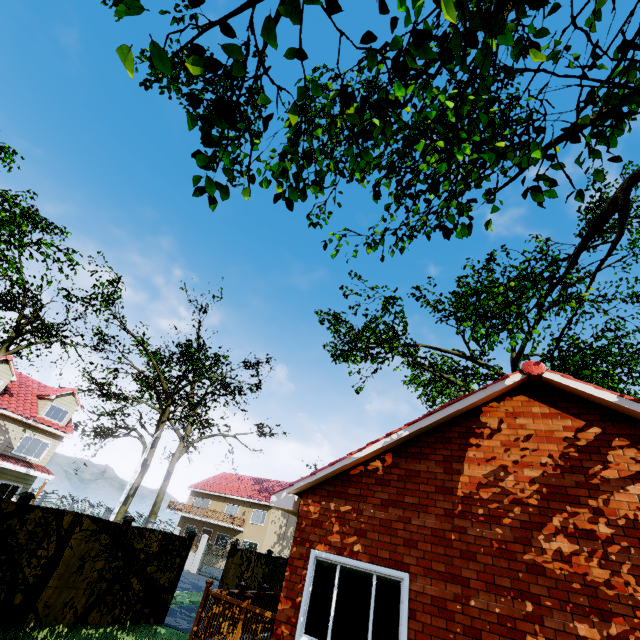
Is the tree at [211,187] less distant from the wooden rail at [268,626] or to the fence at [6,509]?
the fence at [6,509]

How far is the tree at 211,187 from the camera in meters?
2.1

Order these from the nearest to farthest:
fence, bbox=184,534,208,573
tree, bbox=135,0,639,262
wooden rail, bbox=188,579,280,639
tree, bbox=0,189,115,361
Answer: tree, bbox=135,0,639,262
wooden rail, bbox=188,579,280,639
tree, bbox=0,189,115,361
fence, bbox=184,534,208,573

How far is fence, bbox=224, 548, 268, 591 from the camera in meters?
13.6 m

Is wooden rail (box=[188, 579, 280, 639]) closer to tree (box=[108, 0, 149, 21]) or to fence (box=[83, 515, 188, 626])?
fence (box=[83, 515, 188, 626])

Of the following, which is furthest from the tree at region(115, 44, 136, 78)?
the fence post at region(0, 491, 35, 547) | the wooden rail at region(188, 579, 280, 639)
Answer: the wooden rail at region(188, 579, 280, 639)

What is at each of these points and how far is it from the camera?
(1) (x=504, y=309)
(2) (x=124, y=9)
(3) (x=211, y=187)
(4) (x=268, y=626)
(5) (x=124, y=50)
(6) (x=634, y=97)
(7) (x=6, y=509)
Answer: (1) tree, 10.25m
(2) tree, 0.98m
(3) tree, 2.15m
(4) wooden rail, 6.26m
(5) tree, 1.05m
(6) tree, 2.24m
(7) fence, 7.54m
